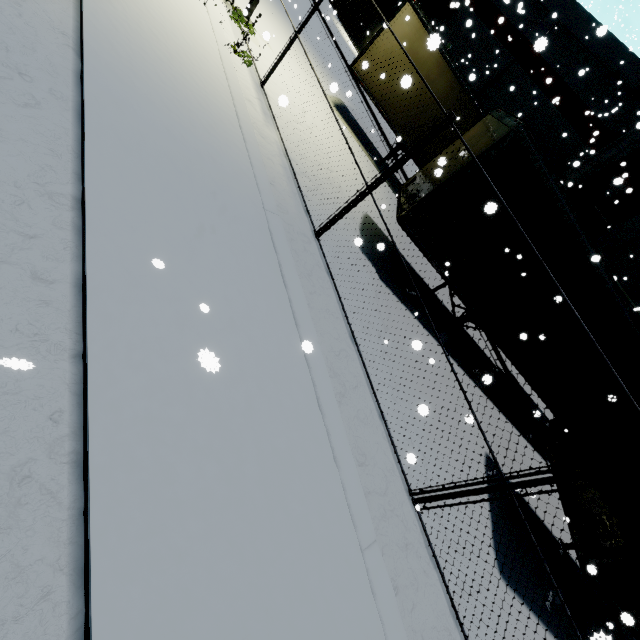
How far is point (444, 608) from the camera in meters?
4.3 m

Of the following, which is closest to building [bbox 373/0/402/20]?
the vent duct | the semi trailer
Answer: the vent duct

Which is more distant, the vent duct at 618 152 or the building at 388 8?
the building at 388 8

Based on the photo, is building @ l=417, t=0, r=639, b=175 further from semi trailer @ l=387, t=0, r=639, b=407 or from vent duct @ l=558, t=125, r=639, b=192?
semi trailer @ l=387, t=0, r=639, b=407

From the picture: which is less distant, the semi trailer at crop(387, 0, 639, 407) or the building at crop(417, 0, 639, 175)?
the semi trailer at crop(387, 0, 639, 407)

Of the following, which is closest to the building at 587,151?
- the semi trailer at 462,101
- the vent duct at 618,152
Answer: the vent duct at 618,152

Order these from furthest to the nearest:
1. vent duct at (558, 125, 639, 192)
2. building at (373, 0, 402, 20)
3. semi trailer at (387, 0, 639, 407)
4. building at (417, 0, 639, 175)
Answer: building at (373, 0, 402, 20), building at (417, 0, 639, 175), vent duct at (558, 125, 639, 192), semi trailer at (387, 0, 639, 407)
